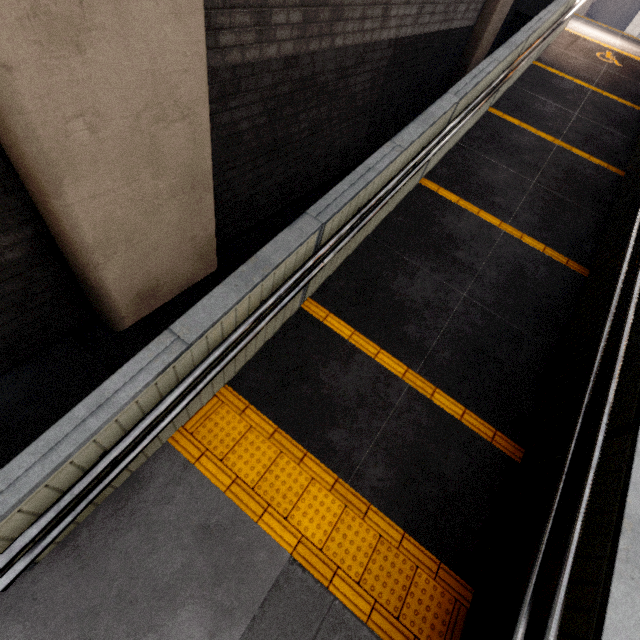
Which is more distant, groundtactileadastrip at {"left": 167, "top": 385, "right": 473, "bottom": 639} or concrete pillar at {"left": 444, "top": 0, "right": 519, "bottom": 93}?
concrete pillar at {"left": 444, "top": 0, "right": 519, "bottom": 93}

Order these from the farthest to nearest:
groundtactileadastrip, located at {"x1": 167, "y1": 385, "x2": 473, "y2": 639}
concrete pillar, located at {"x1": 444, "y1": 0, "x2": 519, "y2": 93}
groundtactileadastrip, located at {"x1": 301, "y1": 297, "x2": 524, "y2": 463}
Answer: concrete pillar, located at {"x1": 444, "y1": 0, "x2": 519, "y2": 93}, groundtactileadastrip, located at {"x1": 301, "y1": 297, "x2": 524, "y2": 463}, groundtactileadastrip, located at {"x1": 167, "y1": 385, "x2": 473, "y2": 639}

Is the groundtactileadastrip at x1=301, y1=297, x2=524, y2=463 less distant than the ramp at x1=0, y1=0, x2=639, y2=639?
No

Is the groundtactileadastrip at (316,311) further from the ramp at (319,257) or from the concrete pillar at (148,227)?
the concrete pillar at (148,227)

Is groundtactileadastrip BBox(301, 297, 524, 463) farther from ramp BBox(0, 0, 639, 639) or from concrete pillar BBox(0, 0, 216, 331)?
concrete pillar BBox(0, 0, 216, 331)

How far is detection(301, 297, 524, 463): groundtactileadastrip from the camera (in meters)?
3.28

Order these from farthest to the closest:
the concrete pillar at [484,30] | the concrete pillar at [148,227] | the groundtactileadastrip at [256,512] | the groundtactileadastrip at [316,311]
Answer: the concrete pillar at [484,30] < the groundtactileadastrip at [316,311] < the groundtactileadastrip at [256,512] < the concrete pillar at [148,227]

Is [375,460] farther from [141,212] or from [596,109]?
[596,109]
